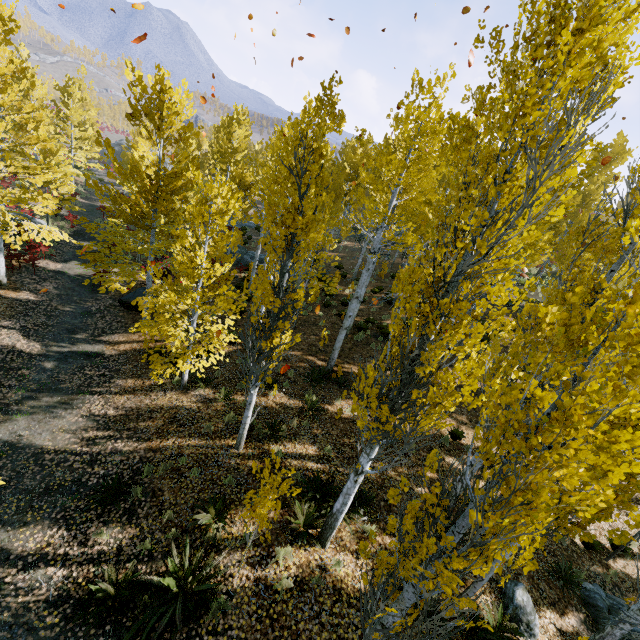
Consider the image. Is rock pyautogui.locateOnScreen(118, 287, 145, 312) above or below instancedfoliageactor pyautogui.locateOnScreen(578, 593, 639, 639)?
below

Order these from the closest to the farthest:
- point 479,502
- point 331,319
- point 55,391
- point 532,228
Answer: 1. point 479,502
2. point 532,228
3. point 55,391
4. point 331,319

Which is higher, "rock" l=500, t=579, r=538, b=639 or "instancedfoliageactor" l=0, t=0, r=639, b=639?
"instancedfoliageactor" l=0, t=0, r=639, b=639

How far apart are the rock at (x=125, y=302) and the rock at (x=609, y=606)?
18.4m

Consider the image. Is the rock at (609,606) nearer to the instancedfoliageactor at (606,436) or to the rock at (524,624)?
the rock at (524,624)

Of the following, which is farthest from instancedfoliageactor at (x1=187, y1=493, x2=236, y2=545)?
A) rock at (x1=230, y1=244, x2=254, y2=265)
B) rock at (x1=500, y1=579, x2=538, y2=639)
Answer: rock at (x1=500, y1=579, x2=538, y2=639)

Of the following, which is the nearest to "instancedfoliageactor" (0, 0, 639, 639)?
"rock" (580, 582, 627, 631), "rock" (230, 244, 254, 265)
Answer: "rock" (230, 244, 254, 265)

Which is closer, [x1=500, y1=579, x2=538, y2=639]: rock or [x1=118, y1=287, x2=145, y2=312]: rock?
[x1=500, y1=579, x2=538, y2=639]: rock
